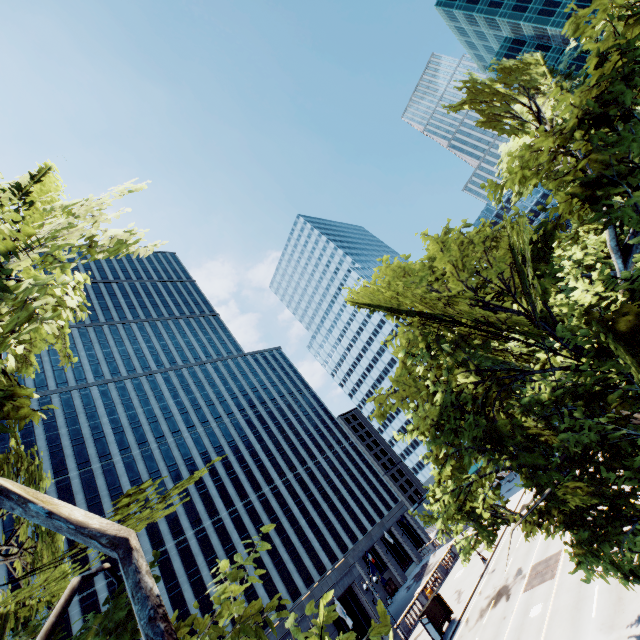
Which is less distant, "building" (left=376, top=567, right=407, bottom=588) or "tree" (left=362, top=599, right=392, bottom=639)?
"tree" (left=362, top=599, right=392, bottom=639)

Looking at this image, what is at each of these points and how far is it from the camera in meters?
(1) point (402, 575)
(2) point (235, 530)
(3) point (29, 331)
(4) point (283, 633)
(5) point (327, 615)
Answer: (1) building, 59.7 m
(2) building, 54.2 m
(3) tree, 5.1 m
(4) building, 27.6 m
(5) tree, 3.9 m

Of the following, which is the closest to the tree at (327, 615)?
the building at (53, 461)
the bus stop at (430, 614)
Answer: the bus stop at (430, 614)

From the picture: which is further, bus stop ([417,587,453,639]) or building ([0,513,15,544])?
building ([0,513,15,544])

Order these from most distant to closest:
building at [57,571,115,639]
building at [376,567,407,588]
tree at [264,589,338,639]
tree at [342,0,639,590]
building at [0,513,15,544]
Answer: building at [376,567,407,588]
building at [0,513,15,544]
building at [57,571,115,639]
tree at [342,0,639,590]
tree at [264,589,338,639]

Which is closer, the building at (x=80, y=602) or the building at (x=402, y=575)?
the building at (x=80, y=602)

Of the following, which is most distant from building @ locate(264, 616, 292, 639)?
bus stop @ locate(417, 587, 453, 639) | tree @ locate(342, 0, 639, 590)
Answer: tree @ locate(342, 0, 639, 590)
